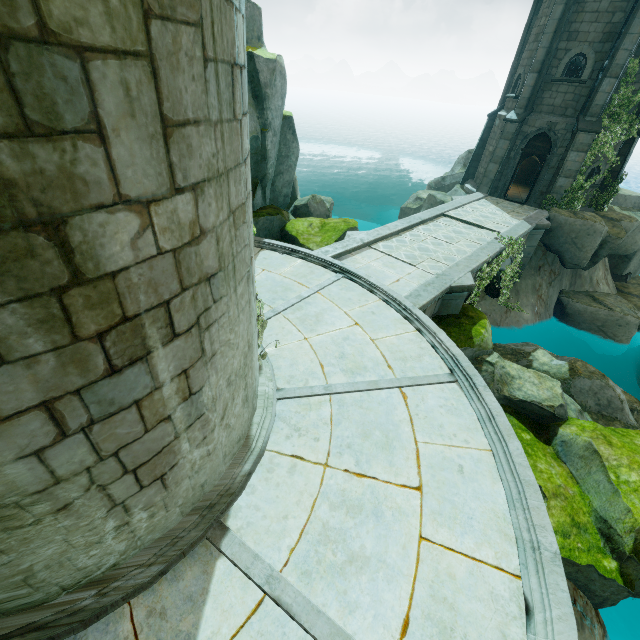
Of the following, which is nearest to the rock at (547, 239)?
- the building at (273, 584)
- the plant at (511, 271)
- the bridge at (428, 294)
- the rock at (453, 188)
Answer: the bridge at (428, 294)

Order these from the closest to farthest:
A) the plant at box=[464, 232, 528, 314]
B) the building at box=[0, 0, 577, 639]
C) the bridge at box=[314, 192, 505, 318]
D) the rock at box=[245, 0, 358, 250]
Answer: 1. the building at box=[0, 0, 577, 639]
2. the bridge at box=[314, 192, 505, 318]
3. the rock at box=[245, 0, 358, 250]
4. the plant at box=[464, 232, 528, 314]

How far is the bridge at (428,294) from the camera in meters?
9.5 m

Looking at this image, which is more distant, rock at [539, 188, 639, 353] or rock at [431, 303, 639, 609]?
rock at [539, 188, 639, 353]

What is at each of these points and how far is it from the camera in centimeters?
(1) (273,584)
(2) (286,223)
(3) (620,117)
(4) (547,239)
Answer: (1) building, 369cm
(2) rock, 1330cm
(3) plant, 1559cm
(4) rock, 1711cm

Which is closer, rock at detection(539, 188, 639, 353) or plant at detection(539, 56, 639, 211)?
plant at detection(539, 56, 639, 211)

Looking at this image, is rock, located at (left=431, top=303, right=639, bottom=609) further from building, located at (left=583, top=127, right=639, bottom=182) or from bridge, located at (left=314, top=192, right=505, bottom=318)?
building, located at (left=583, top=127, right=639, bottom=182)

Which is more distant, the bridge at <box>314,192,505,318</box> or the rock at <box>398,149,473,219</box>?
the rock at <box>398,149,473,219</box>
